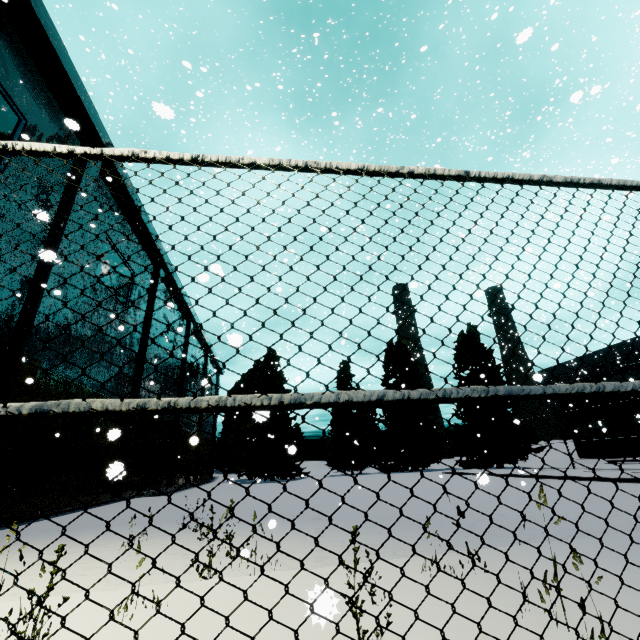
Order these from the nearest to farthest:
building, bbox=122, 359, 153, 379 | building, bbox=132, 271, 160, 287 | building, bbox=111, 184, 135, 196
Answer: building, bbox=111, 184, 135, 196 → building, bbox=122, 359, 153, 379 → building, bbox=132, 271, 160, 287

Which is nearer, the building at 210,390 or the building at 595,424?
the building at 595,424

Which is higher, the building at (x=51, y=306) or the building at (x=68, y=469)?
the building at (x=51, y=306)

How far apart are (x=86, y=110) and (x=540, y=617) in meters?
19.1

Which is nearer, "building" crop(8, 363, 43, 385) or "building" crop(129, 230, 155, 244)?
"building" crop(8, 363, 43, 385)

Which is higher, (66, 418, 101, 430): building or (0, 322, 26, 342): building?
(0, 322, 26, 342): building

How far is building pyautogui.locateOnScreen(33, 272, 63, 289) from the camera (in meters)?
11.60
